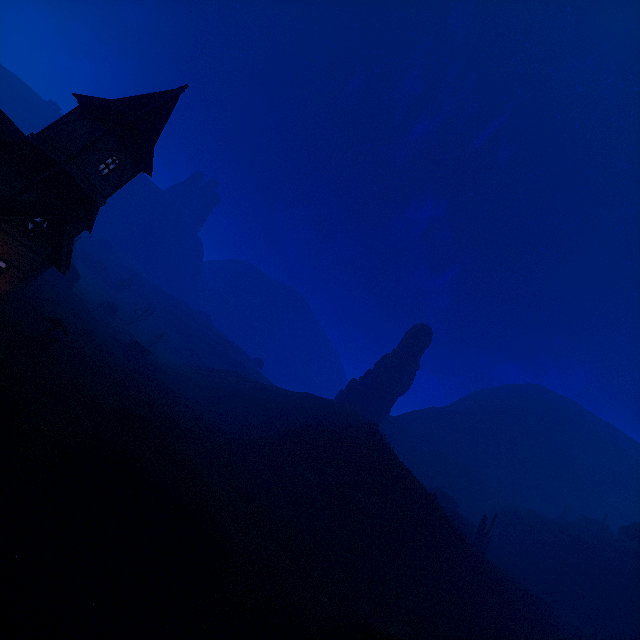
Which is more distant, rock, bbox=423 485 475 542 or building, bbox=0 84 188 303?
rock, bbox=423 485 475 542

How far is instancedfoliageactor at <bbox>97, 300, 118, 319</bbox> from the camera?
56.97m

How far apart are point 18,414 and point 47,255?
11.1m

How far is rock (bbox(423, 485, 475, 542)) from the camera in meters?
42.9

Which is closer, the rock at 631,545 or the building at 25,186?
the building at 25,186

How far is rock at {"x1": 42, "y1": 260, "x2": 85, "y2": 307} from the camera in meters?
42.9 m

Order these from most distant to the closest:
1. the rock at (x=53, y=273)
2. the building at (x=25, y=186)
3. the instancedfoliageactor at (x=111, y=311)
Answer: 1. the instancedfoliageactor at (x=111, y=311)
2. the rock at (x=53, y=273)
3. the building at (x=25, y=186)

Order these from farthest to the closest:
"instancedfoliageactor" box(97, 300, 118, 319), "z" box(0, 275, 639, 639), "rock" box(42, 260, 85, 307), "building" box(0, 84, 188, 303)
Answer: "instancedfoliageactor" box(97, 300, 118, 319)
"rock" box(42, 260, 85, 307)
"building" box(0, 84, 188, 303)
"z" box(0, 275, 639, 639)
